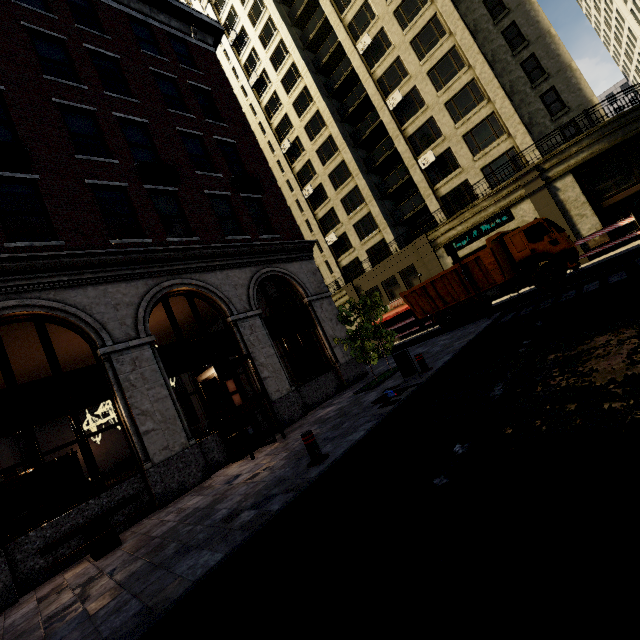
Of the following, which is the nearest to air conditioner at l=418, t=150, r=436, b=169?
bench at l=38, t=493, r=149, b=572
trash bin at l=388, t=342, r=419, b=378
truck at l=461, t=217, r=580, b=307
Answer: truck at l=461, t=217, r=580, b=307

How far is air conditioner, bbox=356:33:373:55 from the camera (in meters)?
27.51

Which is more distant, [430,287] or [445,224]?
[445,224]

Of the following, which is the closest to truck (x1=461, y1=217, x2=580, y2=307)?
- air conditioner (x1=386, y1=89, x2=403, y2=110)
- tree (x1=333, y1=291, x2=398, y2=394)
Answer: tree (x1=333, y1=291, x2=398, y2=394)

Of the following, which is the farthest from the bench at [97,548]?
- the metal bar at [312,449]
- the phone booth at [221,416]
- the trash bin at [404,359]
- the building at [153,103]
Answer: the trash bin at [404,359]

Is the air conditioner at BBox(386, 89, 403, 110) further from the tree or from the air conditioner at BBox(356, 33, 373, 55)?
the tree

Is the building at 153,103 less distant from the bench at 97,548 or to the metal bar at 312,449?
the bench at 97,548

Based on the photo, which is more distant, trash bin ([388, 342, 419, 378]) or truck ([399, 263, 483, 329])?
truck ([399, 263, 483, 329])
